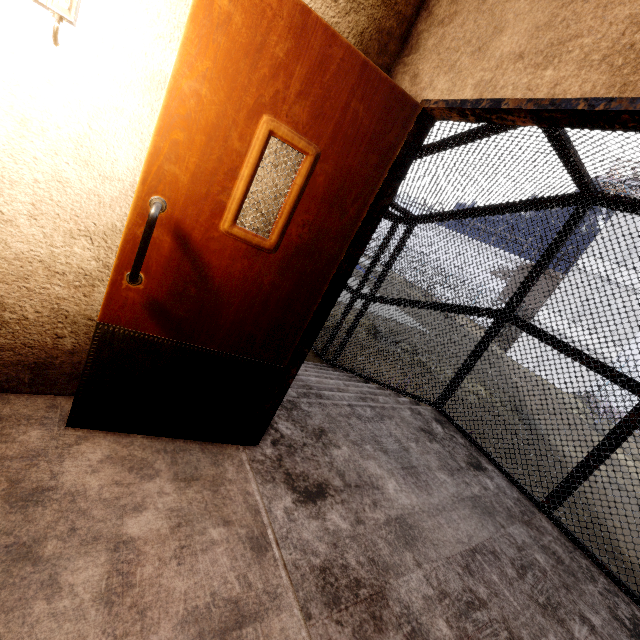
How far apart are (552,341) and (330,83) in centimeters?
348cm
